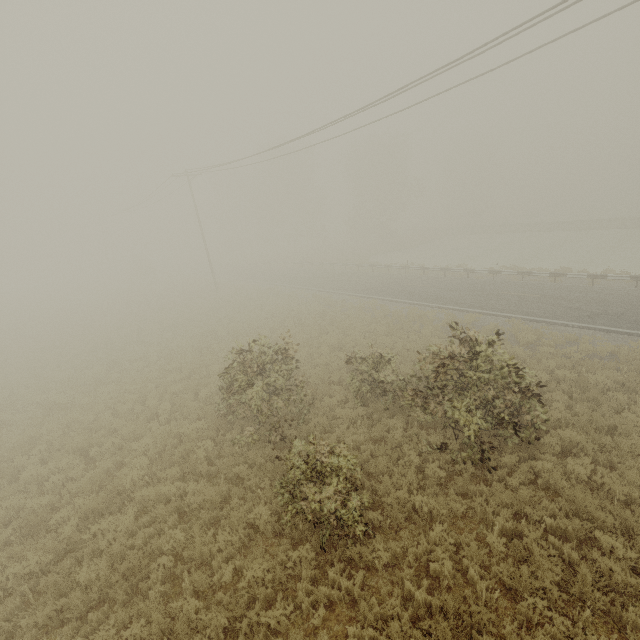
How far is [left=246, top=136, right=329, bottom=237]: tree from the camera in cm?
5122

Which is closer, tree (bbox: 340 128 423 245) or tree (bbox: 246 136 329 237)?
tree (bbox: 340 128 423 245)

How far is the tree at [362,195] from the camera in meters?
47.9

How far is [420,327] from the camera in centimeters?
1811cm

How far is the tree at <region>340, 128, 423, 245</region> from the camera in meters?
47.9 m

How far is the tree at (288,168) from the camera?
51.2 meters
